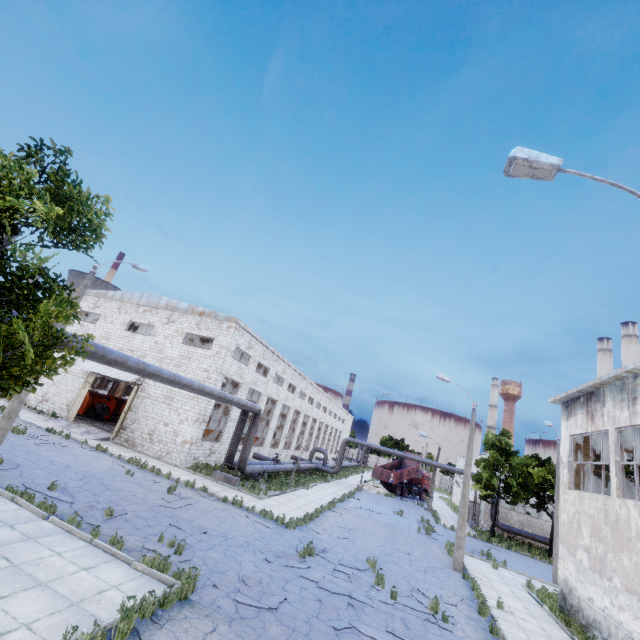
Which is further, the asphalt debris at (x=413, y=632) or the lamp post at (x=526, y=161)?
the asphalt debris at (x=413, y=632)

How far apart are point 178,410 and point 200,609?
18.2m

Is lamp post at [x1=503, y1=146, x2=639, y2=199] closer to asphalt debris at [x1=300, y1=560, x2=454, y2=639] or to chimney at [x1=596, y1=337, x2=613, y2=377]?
asphalt debris at [x1=300, y1=560, x2=454, y2=639]

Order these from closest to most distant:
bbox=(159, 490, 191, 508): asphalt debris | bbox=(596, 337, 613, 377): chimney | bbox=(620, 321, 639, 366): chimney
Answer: bbox=(159, 490, 191, 508): asphalt debris < bbox=(620, 321, 639, 366): chimney < bbox=(596, 337, 613, 377): chimney

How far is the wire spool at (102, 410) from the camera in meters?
29.5

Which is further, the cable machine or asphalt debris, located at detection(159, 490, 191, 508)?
the cable machine

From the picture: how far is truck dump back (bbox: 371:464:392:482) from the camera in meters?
41.6

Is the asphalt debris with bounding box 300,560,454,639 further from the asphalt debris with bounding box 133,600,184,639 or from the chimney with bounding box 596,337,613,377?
the chimney with bounding box 596,337,613,377
